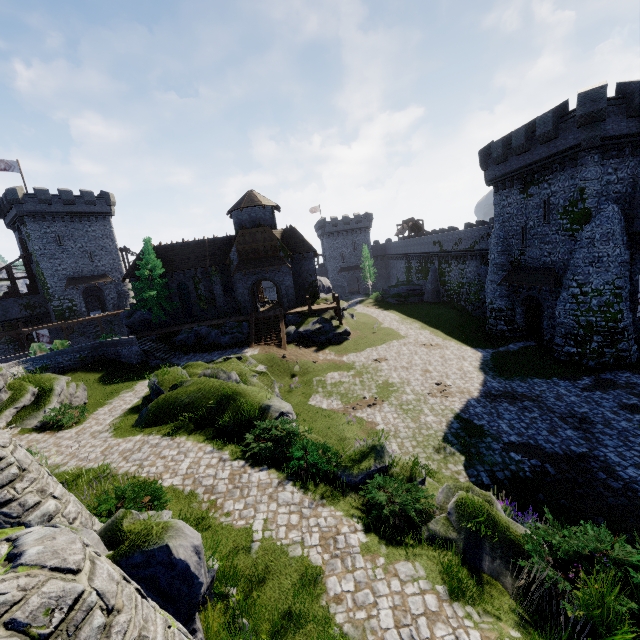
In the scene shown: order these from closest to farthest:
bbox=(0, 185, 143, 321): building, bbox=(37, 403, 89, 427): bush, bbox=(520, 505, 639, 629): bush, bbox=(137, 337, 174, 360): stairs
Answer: bbox=(520, 505, 639, 629): bush < bbox=(37, 403, 89, 427): bush < bbox=(137, 337, 174, 360): stairs < bbox=(0, 185, 143, 321): building

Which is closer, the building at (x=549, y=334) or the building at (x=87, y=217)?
the building at (x=549, y=334)

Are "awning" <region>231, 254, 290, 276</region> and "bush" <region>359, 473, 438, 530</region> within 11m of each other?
no

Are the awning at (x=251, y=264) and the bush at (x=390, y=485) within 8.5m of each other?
no

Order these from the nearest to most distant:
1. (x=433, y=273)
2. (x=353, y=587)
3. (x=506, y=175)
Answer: (x=353, y=587)
(x=506, y=175)
(x=433, y=273)

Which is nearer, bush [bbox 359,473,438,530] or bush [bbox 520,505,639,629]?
bush [bbox 520,505,639,629]

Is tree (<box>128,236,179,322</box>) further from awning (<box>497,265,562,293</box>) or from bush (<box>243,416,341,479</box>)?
awning (<box>497,265,562,293</box>)

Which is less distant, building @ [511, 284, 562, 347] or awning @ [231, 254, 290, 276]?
building @ [511, 284, 562, 347]
